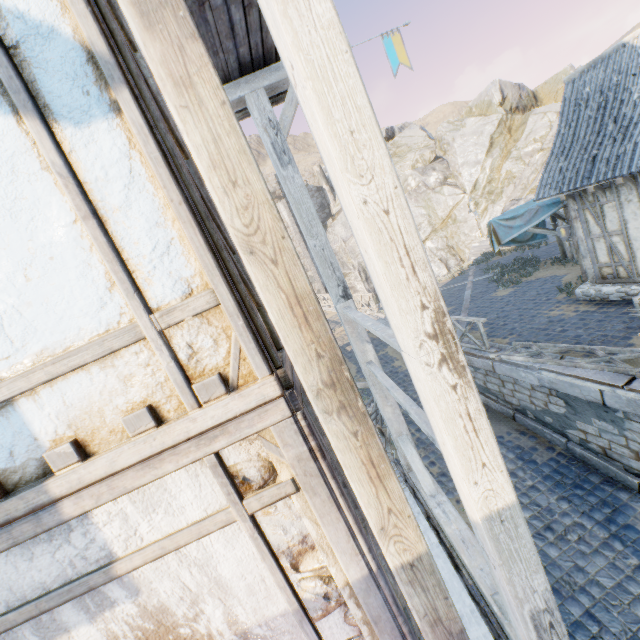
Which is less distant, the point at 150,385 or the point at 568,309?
the point at 150,385

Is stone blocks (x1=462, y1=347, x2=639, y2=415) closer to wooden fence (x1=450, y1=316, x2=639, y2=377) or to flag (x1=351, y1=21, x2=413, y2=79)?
wooden fence (x1=450, y1=316, x2=639, y2=377)

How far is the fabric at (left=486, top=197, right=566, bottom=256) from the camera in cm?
1072

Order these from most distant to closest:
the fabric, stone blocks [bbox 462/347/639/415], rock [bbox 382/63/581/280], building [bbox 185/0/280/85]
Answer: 1. rock [bbox 382/63/581/280]
2. the fabric
3. stone blocks [bbox 462/347/639/415]
4. building [bbox 185/0/280/85]

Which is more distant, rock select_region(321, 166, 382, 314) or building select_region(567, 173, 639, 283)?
rock select_region(321, 166, 382, 314)

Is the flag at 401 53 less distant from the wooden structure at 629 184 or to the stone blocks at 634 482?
the stone blocks at 634 482

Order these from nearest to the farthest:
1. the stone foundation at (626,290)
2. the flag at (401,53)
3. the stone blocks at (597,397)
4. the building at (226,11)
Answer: the building at (226,11) → the flag at (401,53) → the stone blocks at (597,397) → the stone foundation at (626,290)

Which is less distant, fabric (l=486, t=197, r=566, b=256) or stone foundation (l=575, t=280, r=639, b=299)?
stone foundation (l=575, t=280, r=639, b=299)
